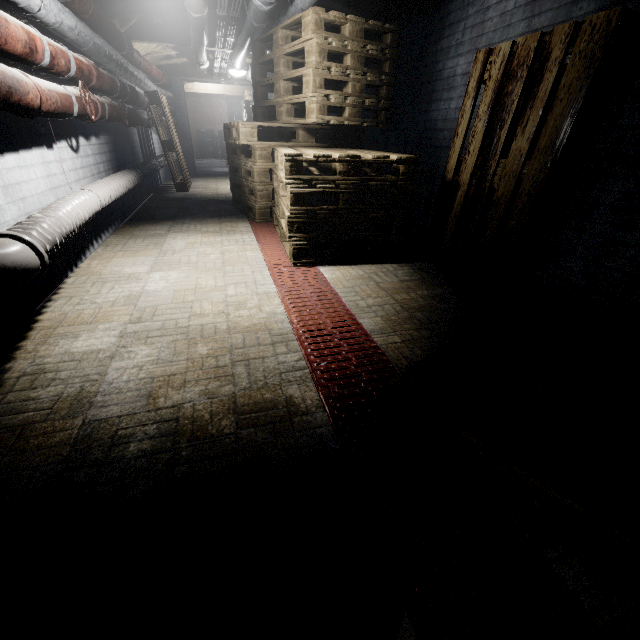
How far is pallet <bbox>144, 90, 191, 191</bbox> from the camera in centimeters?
500cm

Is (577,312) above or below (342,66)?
below

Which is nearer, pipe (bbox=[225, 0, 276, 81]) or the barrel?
pipe (bbox=[225, 0, 276, 81])

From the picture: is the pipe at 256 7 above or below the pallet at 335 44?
above

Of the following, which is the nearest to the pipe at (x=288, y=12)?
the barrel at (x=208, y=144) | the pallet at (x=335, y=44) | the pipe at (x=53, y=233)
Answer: the pallet at (x=335, y=44)

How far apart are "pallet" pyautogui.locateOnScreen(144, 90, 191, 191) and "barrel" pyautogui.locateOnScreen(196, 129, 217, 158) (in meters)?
7.73

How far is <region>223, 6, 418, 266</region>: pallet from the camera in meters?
2.4

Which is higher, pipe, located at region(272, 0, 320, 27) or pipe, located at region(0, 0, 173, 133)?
pipe, located at region(272, 0, 320, 27)
